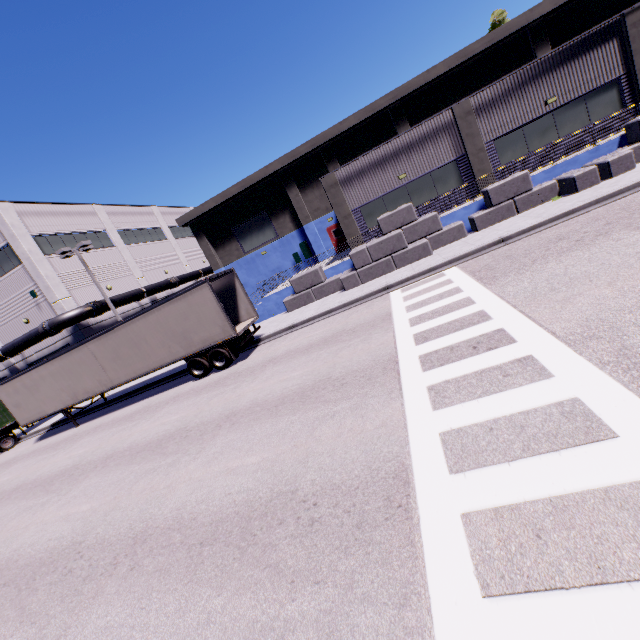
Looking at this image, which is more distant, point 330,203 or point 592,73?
point 330,203

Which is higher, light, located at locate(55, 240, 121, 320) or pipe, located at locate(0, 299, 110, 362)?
light, located at locate(55, 240, 121, 320)

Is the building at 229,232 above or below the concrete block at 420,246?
above

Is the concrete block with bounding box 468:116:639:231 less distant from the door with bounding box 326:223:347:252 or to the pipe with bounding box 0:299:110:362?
the pipe with bounding box 0:299:110:362

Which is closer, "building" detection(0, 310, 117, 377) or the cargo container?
the cargo container

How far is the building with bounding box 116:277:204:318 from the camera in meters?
28.1 m

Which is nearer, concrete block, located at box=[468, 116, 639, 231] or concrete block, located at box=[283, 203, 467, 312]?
concrete block, located at box=[468, 116, 639, 231]

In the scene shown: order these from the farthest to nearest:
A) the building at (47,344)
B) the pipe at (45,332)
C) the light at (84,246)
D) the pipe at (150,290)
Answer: the pipe at (150,290) → the building at (47,344) → the pipe at (45,332) → the light at (84,246)
